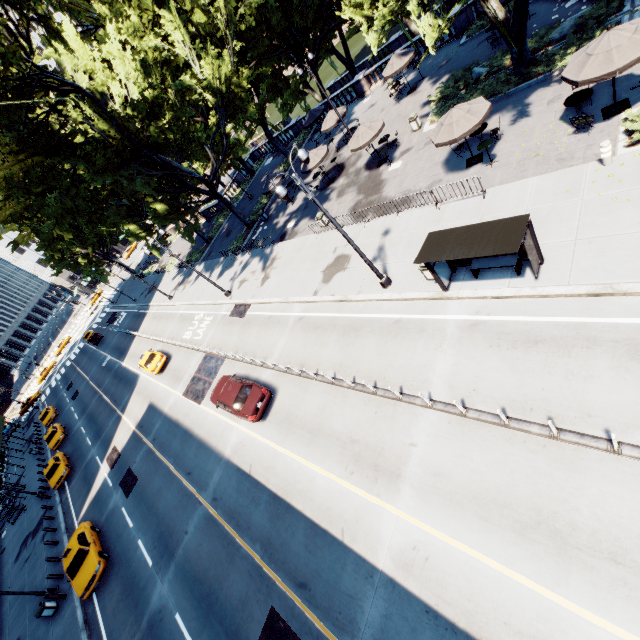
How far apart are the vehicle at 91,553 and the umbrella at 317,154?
28.35m

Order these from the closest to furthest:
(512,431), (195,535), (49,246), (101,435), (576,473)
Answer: (576,473), (512,431), (195,535), (49,246), (101,435)

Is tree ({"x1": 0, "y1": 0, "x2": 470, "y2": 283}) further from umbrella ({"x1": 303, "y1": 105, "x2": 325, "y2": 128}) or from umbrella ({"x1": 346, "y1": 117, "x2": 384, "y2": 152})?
umbrella ({"x1": 346, "y1": 117, "x2": 384, "y2": 152})

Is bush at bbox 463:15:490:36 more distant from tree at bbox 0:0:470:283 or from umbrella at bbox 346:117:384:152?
umbrella at bbox 346:117:384:152

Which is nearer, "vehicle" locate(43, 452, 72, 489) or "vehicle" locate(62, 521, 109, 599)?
"vehicle" locate(62, 521, 109, 599)

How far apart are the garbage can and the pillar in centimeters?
3518cm

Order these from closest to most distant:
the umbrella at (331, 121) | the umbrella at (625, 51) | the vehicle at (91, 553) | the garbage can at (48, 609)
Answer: the umbrella at (625, 51) < the vehicle at (91, 553) < the garbage can at (48, 609) < the umbrella at (331, 121)

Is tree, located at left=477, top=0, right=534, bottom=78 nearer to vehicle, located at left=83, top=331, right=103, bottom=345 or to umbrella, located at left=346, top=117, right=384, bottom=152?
umbrella, located at left=346, top=117, right=384, bottom=152
